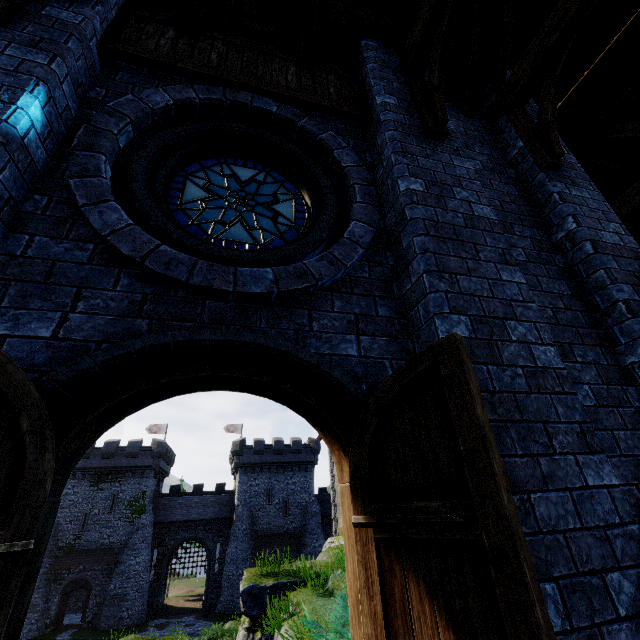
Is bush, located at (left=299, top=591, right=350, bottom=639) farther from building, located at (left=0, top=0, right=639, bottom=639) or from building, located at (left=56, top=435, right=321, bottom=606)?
building, located at (left=56, top=435, right=321, bottom=606)

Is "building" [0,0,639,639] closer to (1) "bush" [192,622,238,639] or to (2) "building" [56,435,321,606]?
(1) "bush" [192,622,238,639]

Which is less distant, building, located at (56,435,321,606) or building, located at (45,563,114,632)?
building, located at (45,563,114,632)

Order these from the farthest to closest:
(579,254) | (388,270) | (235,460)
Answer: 1. (235,460)
2. (579,254)
3. (388,270)

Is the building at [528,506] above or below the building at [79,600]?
above

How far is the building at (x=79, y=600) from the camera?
30.86m

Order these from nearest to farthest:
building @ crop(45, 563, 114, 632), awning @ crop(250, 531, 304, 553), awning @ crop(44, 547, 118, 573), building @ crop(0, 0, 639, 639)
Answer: building @ crop(0, 0, 639, 639) < building @ crop(45, 563, 114, 632) < awning @ crop(44, 547, 118, 573) < awning @ crop(250, 531, 304, 553)

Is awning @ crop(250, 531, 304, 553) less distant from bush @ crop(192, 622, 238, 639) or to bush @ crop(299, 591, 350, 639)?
bush @ crop(192, 622, 238, 639)
